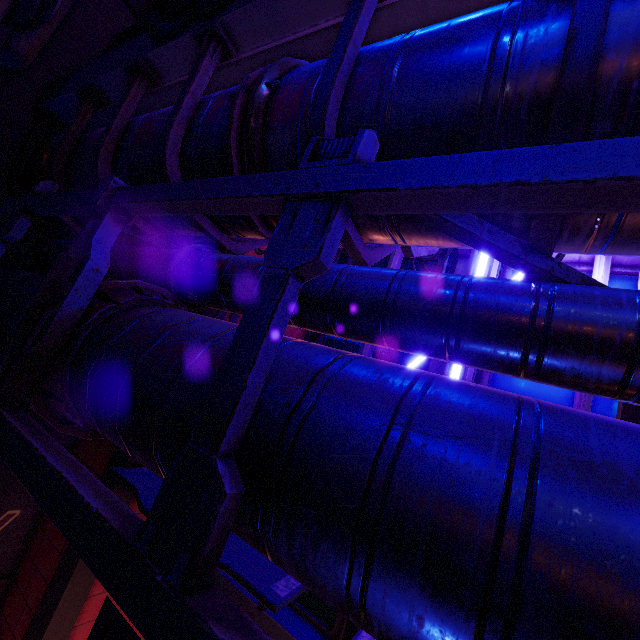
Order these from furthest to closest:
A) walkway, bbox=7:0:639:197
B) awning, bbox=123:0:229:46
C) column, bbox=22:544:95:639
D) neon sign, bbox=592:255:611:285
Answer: neon sign, bbox=592:255:611:285 → column, bbox=22:544:95:639 → awning, bbox=123:0:229:46 → walkway, bbox=7:0:639:197

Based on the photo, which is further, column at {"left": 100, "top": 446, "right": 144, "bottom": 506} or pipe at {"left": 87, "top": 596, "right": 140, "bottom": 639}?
column at {"left": 100, "top": 446, "right": 144, "bottom": 506}

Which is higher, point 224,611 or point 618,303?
point 618,303

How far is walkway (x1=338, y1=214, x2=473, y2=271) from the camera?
2.69m

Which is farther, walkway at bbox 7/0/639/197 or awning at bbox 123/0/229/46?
awning at bbox 123/0/229/46

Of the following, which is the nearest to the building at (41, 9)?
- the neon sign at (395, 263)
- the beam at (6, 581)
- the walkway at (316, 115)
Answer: the walkway at (316, 115)

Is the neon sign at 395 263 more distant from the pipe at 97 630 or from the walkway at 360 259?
the pipe at 97 630
